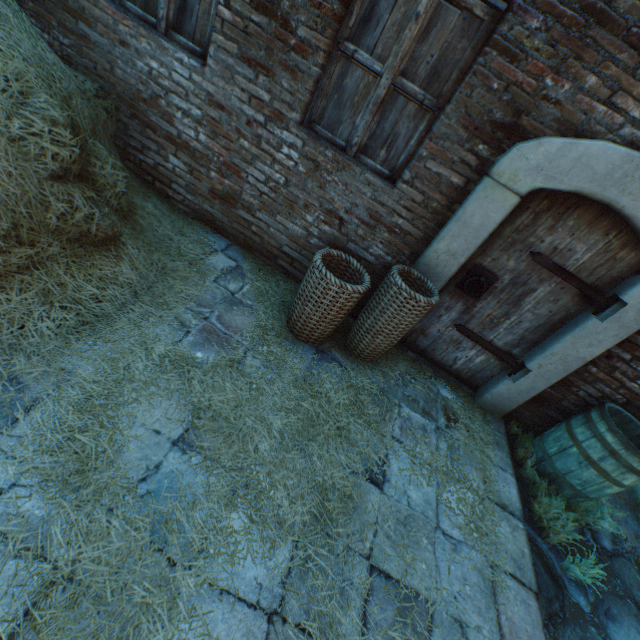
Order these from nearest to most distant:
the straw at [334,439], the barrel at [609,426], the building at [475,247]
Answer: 1. the straw at [334,439]
2. the building at [475,247]
3. the barrel at [609,426]

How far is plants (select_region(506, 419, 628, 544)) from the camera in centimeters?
281cm

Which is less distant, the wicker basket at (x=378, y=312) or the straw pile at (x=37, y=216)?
the straw pile at (x=37, y=216)

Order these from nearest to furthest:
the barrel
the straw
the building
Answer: the straw → the building → the barrel

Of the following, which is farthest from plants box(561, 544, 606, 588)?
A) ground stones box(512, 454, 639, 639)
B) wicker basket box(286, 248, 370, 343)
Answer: wicker basket box(286, 248, 370, 343)

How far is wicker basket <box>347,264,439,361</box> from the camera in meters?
2.7

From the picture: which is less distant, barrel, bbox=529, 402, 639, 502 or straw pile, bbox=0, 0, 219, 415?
straw pile, bbox=0, 0, 219, 415

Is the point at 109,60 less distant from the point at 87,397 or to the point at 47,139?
the point at 47,139
